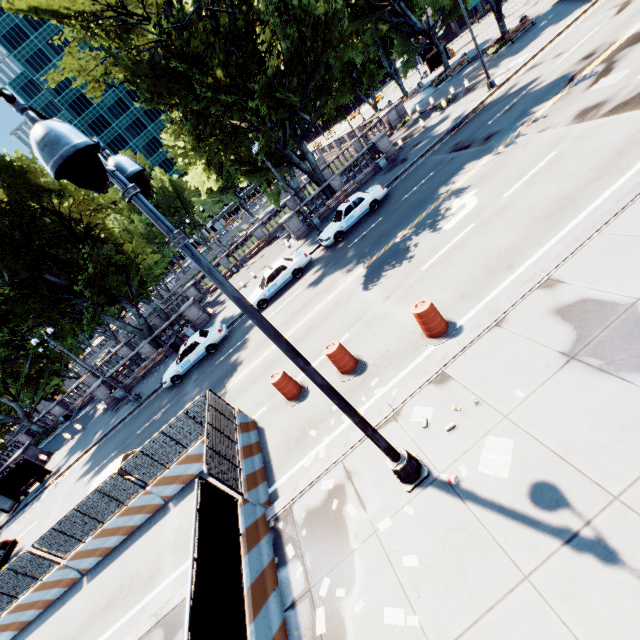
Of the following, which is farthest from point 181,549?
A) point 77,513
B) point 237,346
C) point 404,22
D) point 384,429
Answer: point 404,22

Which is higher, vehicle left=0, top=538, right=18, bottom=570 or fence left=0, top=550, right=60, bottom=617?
fence left=0, top=550, right=60, bottom=617

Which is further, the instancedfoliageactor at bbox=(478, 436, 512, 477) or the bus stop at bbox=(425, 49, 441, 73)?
the bus stop at bbox=(425, 49, 441, 73)

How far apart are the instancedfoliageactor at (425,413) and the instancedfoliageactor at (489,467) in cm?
121

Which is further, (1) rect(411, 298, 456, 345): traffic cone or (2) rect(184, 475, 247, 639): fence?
(1) rect(411, 298, 456, 345): traffic cone

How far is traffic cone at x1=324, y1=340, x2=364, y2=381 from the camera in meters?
9.9 m

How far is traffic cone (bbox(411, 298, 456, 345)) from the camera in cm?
853

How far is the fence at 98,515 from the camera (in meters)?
10.98
